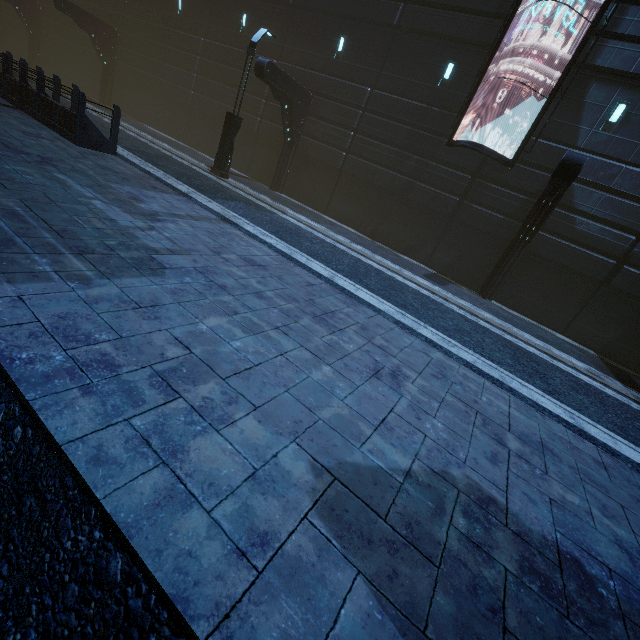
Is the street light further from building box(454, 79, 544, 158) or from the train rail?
the train rail

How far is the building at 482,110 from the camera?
12.0 meters

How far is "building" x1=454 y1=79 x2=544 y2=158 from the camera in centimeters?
1205cm

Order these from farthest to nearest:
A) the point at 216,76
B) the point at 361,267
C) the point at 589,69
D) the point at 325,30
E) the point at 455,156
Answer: the point at 216,76 < the point at 325,30 < the point at 455,156 < the point at 589,69 < the point at 361,267

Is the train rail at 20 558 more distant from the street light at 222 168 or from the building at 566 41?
the street light at 222 168

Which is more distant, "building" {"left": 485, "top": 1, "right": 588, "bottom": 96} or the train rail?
"building" {"left": 485, "top": 1, "right": 588, "bottom": 96}

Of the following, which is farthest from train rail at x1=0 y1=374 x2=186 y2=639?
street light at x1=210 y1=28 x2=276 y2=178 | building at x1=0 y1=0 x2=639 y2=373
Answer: street light at x1=210 y1=28 x2=276 y2=178
